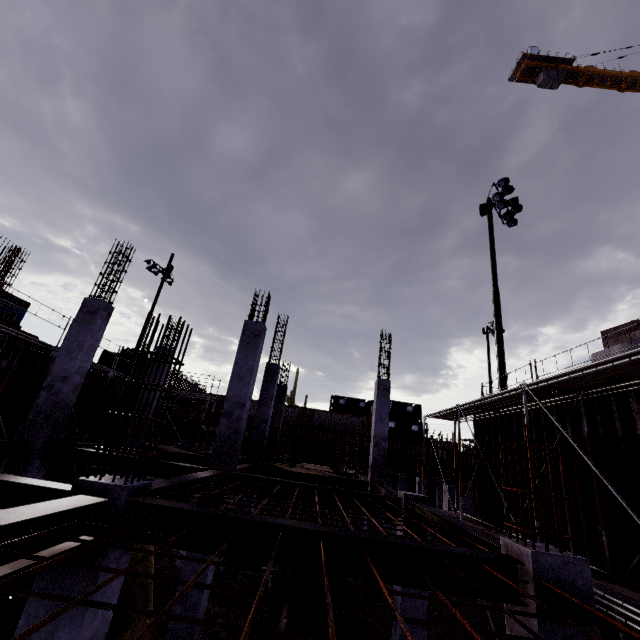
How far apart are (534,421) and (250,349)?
9.22m

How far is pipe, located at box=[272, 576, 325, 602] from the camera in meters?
6.8

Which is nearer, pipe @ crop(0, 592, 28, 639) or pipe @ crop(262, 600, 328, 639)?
pipe @ crop(0, 592, 28, 639)

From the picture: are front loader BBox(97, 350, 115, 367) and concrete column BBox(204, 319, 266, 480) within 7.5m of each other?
no

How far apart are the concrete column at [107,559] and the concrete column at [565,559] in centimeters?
432cm

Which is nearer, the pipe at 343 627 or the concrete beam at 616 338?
the pipe at 343 627

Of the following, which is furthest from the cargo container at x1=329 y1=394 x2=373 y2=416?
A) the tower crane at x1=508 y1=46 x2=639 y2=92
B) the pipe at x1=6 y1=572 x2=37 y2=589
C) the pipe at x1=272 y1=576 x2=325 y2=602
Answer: → the tower crane at x1=508 y1=46 x2=639 y2=92

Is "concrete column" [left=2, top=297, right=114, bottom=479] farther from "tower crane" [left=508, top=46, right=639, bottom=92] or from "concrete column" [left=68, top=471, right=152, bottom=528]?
"tower crane" [left=508, top=46, right=639, bottom=92]
